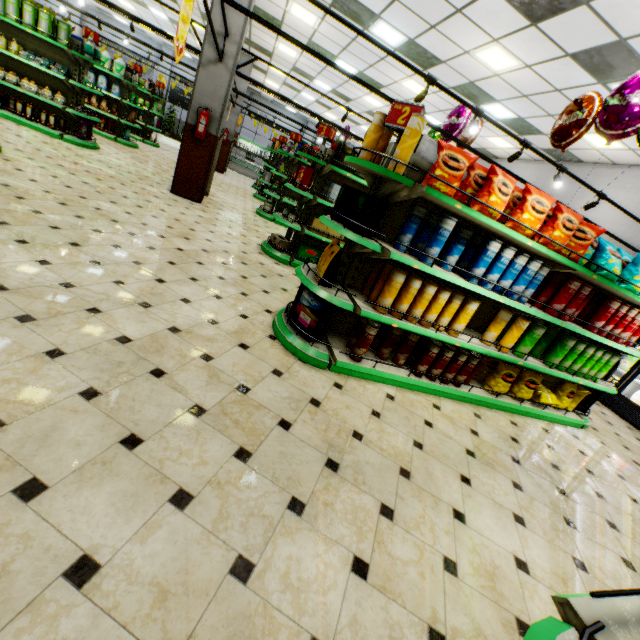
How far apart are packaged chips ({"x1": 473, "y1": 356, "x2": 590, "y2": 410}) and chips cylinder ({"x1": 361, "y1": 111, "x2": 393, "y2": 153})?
3.2 meters

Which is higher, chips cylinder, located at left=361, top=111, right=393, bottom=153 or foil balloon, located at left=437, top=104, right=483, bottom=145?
foil balloon, located at left=437, top=104, right=483, bottom=145

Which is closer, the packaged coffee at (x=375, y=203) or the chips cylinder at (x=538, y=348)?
the packaged coffee at (x=375, y=203)

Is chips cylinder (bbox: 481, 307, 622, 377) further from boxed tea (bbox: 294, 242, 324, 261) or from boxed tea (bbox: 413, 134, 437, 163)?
boxed tea (bbox: 294, 242, 324, 261)

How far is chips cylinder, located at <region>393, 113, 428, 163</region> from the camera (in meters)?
2.58

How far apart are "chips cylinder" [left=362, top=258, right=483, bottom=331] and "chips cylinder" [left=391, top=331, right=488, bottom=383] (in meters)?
0.38

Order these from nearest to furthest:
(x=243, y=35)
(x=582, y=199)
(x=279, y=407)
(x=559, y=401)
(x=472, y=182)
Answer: (x=279, y=407), (x=472, y=182), (x=559, y=401), (x=243, y=35), (x=582, y=199)

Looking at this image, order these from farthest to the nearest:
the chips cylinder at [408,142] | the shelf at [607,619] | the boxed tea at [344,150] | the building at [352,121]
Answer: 1. the building at [352,121]
2. the boxed tea at [344,150]
3. the chips cylinder at [408,142]
4. the shelf at [607,619]
